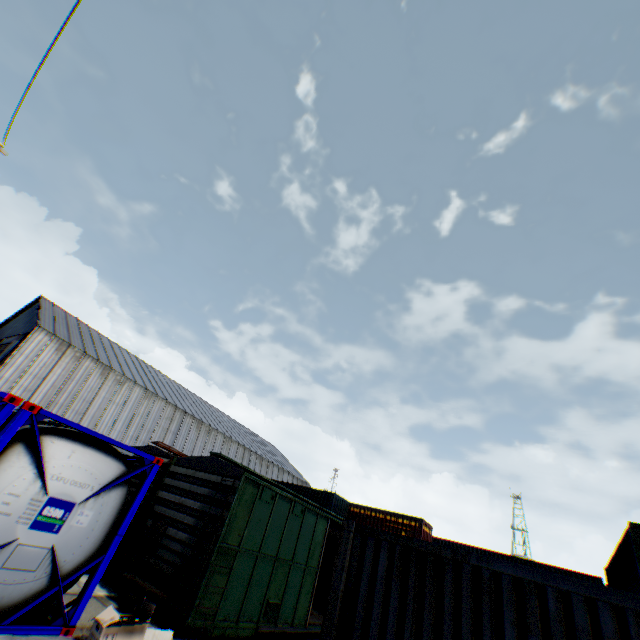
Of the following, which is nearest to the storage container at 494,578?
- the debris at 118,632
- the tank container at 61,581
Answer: the debris at 118,632

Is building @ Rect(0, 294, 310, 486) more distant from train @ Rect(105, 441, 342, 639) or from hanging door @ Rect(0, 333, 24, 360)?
train @ Rect(105, 441, 342, 639)

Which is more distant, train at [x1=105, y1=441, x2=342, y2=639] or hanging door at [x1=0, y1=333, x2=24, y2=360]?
hanging door at [x1=0, y1=333, x2=24, y2=360]

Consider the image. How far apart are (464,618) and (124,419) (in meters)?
35.43

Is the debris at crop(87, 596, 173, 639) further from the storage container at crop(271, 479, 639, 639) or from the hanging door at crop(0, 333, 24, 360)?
the hanging door at crop(0, 333, 24, 360)

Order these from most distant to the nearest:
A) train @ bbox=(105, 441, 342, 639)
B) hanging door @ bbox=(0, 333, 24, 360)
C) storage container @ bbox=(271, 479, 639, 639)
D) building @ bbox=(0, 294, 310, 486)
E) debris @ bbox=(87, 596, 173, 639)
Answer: hanging door @ bbox=(0, 333, 24, 360) < building @ bbox=(0, 294, 310, 486) < train @ bbox=(105, 441, 342, 639) < debris @ bbox=(87, 596, 173, 639) < storage container @ bbox=(271, 479, 639, 639)

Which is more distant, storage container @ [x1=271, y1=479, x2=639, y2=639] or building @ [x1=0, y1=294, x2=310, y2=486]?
building @ [x1=0, y1=294, x2=310, y2=486]

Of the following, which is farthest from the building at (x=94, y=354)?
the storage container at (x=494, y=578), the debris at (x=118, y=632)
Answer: the storage container at (x=494, y=578)
